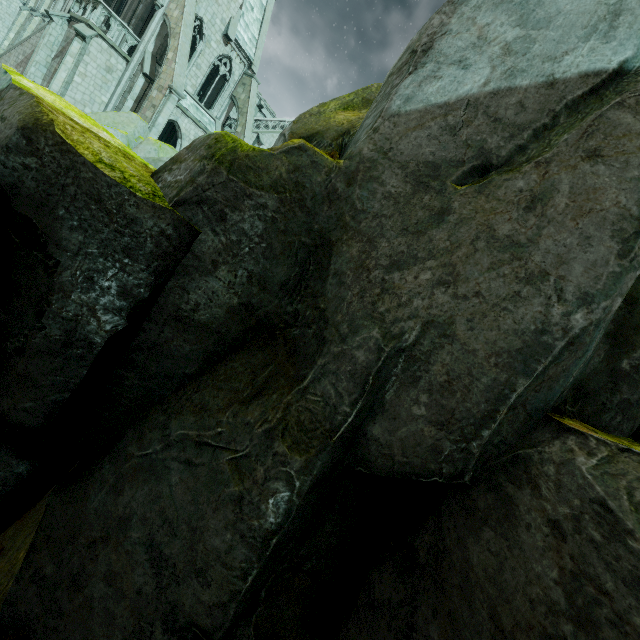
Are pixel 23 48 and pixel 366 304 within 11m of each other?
no

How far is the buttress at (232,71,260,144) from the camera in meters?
26.2

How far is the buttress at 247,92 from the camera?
26.25m

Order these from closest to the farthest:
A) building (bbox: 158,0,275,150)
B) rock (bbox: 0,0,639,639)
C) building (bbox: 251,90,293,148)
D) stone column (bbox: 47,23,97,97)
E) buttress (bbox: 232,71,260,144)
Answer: rock (bbox: 0,0,639,639) → stone column (bbox: 47,23,97,97) → building (bbox: 158,0,275,150) → buttress (bbox: 232,71,260,144) → building (bbox: 251,90,293,148)

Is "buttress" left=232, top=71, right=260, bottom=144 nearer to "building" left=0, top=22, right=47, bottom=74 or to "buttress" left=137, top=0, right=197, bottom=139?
"building" left=0, top=22, right=47, bottom=74

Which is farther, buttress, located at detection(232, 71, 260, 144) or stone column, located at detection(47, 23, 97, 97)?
buttress, located at detection(232, 71, 260, 144)

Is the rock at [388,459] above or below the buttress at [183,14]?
below

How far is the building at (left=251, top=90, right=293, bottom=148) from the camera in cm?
3192
